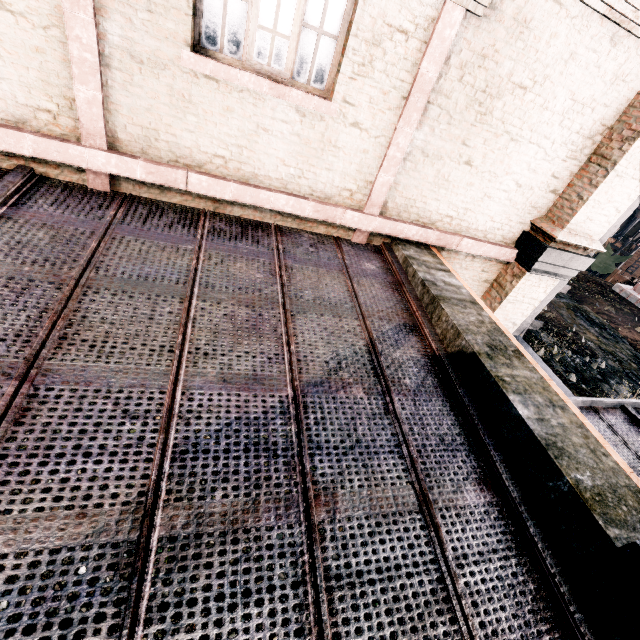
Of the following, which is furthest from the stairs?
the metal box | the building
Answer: the metal box

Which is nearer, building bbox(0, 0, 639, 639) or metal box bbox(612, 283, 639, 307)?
building bbox(0, 0, 639, 639)

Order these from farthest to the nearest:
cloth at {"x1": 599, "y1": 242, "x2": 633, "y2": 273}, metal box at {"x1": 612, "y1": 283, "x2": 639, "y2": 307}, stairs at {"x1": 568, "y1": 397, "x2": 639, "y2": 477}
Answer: cloth at {"x1": 599, "y1": 242, "x2": 633, "y2": 273}
metal box at {"x1": 612, "y1": 283, "x2": 639, "y2": 307}
stairs at {"x1": 568, "y1": 397, "x2": 639, "y2": 477}

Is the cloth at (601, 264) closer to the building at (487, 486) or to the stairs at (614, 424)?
the building at (487, 486)

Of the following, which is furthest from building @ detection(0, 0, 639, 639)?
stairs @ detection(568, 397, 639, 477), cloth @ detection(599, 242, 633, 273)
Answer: cloth @ detection(599, 242, 633, 273)

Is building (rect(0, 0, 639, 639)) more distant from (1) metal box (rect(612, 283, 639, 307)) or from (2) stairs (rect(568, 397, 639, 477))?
(1) metal box (rect(612, 283, 639, 307))

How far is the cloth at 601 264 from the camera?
57.6 meters

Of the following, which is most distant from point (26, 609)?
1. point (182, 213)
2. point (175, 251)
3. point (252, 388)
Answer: point (182, 213)
